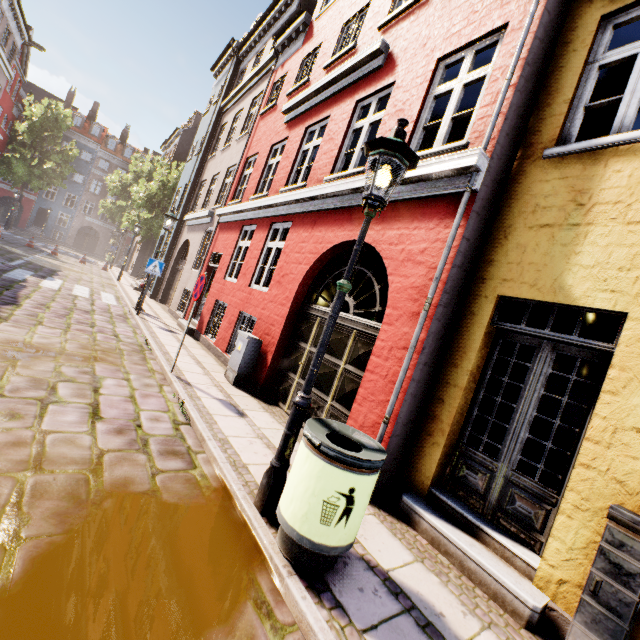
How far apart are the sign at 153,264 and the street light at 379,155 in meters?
9.3 m

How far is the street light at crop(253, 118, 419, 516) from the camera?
2.87m

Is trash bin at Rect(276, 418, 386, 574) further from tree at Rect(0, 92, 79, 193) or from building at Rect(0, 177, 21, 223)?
tree at Rect(0, 92, 79, 193)

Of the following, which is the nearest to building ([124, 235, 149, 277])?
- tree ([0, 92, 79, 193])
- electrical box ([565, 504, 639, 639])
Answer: electrical box ([565, 504, 639, 639])

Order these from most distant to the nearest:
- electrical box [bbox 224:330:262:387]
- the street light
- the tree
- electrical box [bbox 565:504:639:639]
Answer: the tree, electrical box [bbox 224:330:262:387], the street light, electrical box [bbox 565:504:639:639]

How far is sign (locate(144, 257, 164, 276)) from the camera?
10.4m

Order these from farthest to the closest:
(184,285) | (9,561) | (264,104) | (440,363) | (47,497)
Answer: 1. (184,285)
2. (264,104)
3. (440,363)
4. (47,497)
5. (9,561)

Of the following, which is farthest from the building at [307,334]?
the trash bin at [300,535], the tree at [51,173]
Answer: the tree at [51,173]
